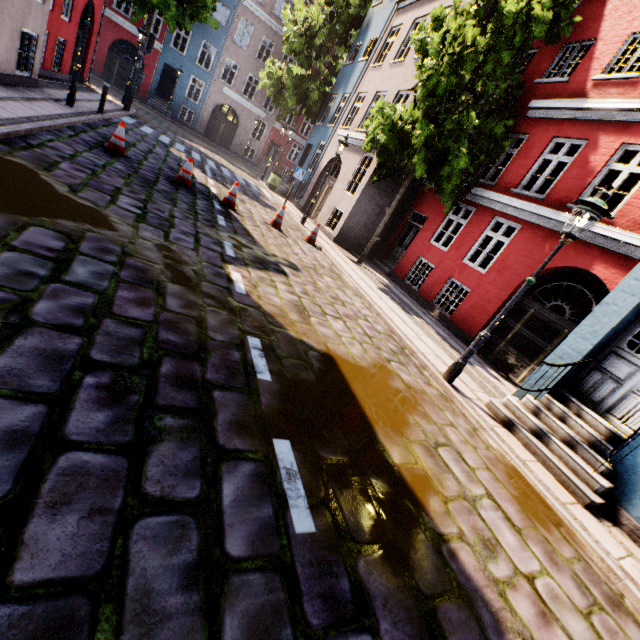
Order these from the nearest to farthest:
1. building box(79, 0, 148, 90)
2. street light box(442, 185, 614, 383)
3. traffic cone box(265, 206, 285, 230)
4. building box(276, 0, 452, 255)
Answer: street light box(442, 185, 614, 383) < traffic cone box(265, 206, 285, 230) < building box(276, 0, 452, 255) < building box(79, 0, 148, 90)

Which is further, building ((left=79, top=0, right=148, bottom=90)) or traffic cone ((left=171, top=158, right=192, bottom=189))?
building ((left=79, top=0, right=148, bottom=90))

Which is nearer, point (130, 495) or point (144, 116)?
point (130, 495)

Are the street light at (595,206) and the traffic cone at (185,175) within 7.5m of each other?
no

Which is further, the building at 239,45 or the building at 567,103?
the building at 239,45

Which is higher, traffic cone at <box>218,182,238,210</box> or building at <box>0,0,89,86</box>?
building at <box>0,0,89,86</box>

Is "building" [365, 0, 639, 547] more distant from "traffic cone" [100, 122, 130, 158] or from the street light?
"traffic cone" [100, 122, 130, 158]

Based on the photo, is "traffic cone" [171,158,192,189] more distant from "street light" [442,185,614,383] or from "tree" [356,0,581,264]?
"street light" [442,185,614,383]
